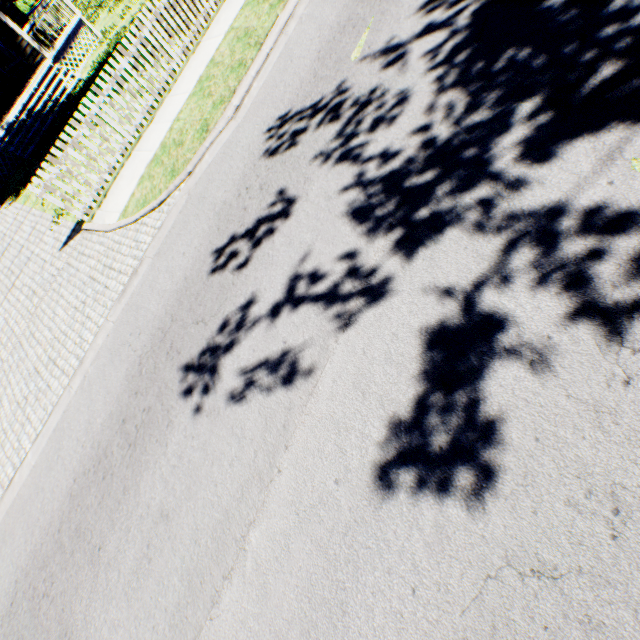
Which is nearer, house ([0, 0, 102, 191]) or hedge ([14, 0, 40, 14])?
house ([0, 0, 102, 191])

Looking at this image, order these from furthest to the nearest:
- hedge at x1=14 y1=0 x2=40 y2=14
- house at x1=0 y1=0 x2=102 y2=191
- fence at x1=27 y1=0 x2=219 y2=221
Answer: hedge at x1=14 y1=0 x2=40 y2=14, house at x1=0 y1=0 x2=102 y2=191, fence at x1=27 y1=0 x2=219 y2=221

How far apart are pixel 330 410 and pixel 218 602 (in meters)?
2.11

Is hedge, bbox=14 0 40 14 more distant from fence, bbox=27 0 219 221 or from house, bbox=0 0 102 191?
house, bbox=0 0 102 191

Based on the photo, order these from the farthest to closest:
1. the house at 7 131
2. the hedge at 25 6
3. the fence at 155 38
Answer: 1. the hedge at 25 6
2. the house at 7 131
3. the fence at 155 38

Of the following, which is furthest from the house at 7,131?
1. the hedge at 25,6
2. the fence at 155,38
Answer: the fence at 155,38

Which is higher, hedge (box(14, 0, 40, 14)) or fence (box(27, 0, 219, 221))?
hedge (box(14, 0, 40, 14))
